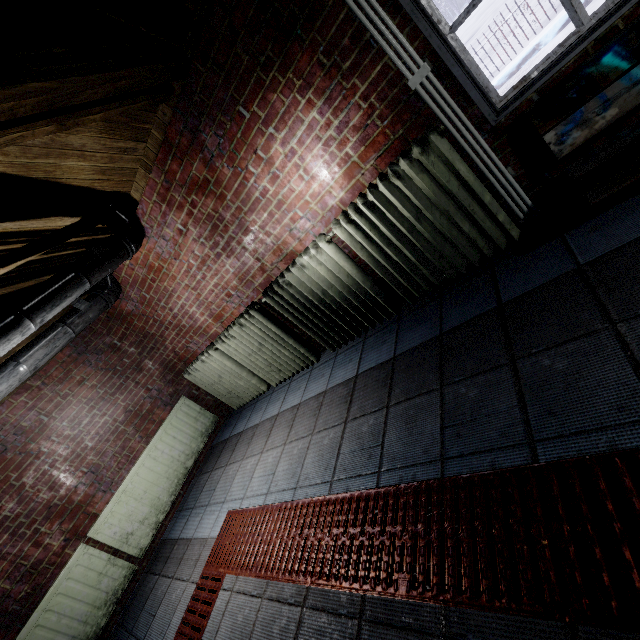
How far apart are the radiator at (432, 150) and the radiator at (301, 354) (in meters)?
0.06

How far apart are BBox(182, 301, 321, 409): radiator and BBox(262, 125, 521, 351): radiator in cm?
6

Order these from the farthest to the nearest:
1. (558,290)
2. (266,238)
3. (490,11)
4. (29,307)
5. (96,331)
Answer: (490,11), (96,331), (266,238), (29,307), (558,290)

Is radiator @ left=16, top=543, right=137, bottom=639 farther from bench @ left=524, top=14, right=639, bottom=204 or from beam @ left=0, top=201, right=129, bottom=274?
bench @ left=524, top=14, right=639, bottom=204

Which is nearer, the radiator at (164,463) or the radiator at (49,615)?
the radiator at (49,615)

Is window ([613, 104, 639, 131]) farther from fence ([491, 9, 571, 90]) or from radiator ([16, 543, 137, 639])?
fence ([491, 9, 571, 90])

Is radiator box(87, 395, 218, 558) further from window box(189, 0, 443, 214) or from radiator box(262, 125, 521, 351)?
window box(189, 0, 443, 214)

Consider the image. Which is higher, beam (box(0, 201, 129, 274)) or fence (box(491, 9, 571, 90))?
beam (box(0, 201, 129, 274))
